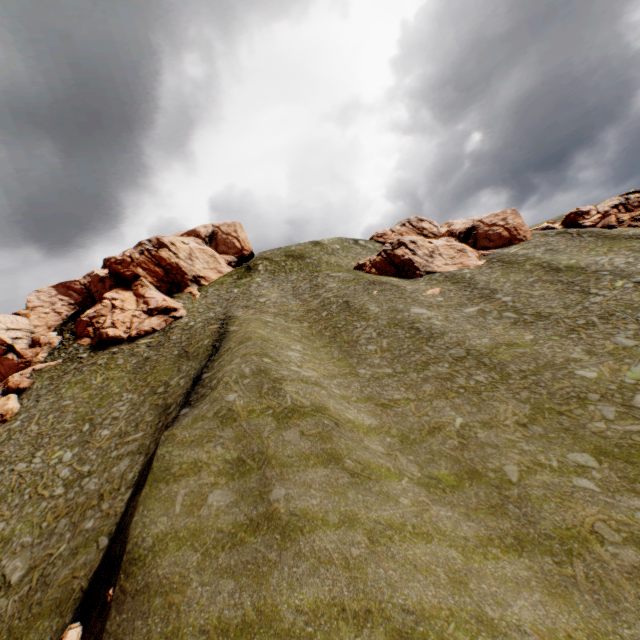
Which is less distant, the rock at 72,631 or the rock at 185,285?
the rock at 72,631

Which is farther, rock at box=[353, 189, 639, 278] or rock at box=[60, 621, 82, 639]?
rock at box=[353, 189, 639, 278]

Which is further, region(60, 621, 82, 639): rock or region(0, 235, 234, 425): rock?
region(0, 235, 234, 425): rock

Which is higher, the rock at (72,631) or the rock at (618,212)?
the rock at (618,212)

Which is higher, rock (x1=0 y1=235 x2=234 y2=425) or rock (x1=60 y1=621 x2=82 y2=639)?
rock (x1=0 y1=235 x2=234 y2=425)

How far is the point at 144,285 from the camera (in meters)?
50.00

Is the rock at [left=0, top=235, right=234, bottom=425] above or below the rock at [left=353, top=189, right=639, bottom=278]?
above
